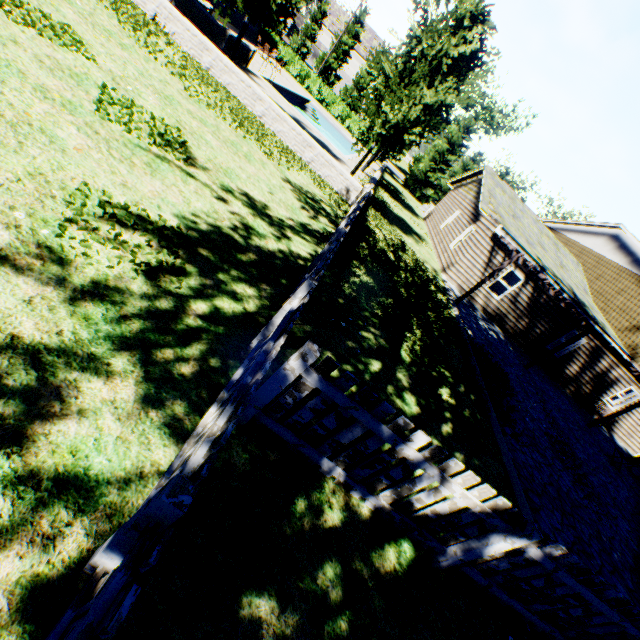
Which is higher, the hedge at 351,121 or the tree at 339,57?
the tree at 339,57

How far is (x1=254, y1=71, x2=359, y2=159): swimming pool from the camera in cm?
2203

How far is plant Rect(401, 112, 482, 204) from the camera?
34.84m

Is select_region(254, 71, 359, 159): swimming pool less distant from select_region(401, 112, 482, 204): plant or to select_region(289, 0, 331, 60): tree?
select_region(289, 0, 331, 60): tree

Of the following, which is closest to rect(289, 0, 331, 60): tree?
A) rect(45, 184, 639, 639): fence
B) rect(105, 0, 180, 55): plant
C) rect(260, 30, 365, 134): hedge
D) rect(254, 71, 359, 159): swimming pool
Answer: rect(45, 184, 639, 639): fence

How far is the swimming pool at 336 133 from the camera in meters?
22.0 m

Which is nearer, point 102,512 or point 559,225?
point 102,512

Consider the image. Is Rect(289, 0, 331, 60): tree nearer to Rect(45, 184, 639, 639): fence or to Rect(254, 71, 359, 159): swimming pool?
Rect(45, 184, 639, 639): fence
